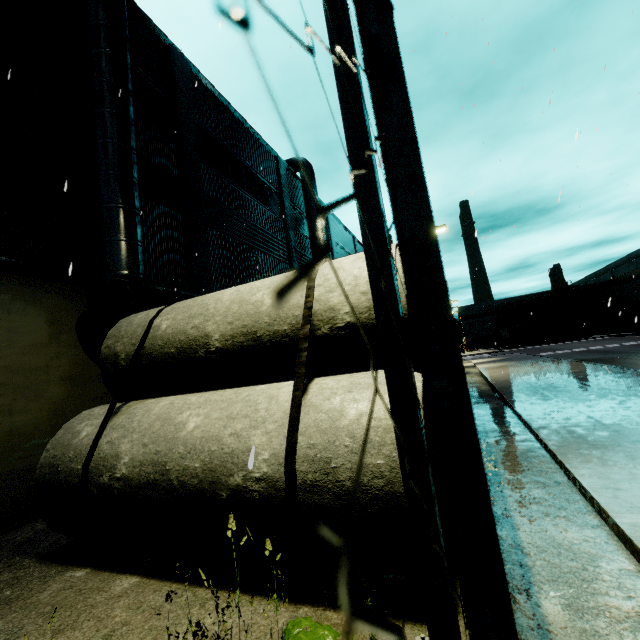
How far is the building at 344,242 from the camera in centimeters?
2679cm

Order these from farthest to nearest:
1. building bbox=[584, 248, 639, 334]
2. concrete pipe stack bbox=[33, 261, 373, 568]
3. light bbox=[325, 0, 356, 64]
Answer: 1. building bbox=[584, 248, 639, 334]
2. concrete pipe stack bbox=[33, 261, 373, 568]
3. light bbox=[325, 0, 356, 64]

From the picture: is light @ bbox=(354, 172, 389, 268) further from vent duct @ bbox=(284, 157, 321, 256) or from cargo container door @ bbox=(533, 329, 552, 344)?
cargo container door @ bbox=(533, 329, 552, 344)

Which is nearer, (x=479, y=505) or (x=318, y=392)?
(x=479, y=505)

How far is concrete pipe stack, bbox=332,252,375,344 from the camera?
3.9m

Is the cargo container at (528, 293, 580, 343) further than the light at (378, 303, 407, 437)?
Yes

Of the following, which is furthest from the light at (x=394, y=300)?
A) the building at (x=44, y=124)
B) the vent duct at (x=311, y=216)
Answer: the vent duct at (x=311, y=216)

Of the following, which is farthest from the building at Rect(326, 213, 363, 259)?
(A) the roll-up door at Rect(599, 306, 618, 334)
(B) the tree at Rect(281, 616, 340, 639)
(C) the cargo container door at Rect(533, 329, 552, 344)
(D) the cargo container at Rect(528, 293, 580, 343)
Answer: (C) the cargo container door at Rect(533, 329, 552, 344)
